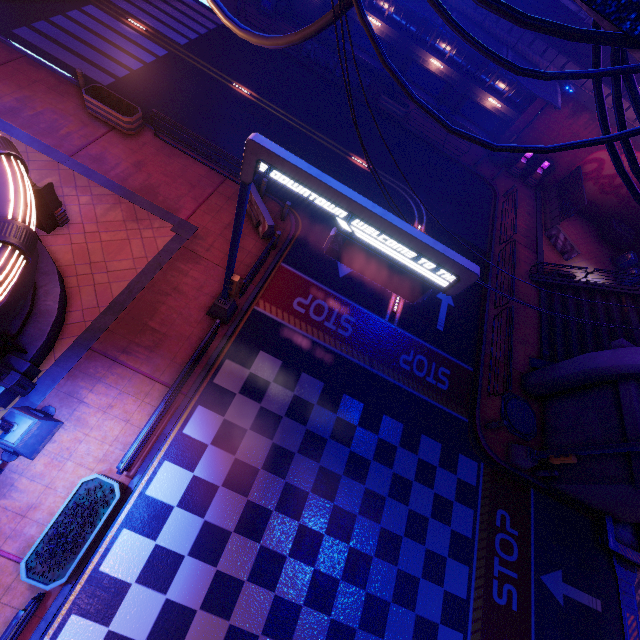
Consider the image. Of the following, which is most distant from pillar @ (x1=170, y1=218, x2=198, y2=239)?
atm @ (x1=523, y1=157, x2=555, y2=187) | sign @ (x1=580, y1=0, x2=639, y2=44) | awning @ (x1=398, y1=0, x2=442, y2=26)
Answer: atm @ (x1=523, y1=157, x2=555, y2=187)

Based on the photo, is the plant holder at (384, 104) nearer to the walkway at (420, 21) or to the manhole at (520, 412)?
the walkway at (420, 21)

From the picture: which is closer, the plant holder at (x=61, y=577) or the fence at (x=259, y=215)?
the plant holder at (x=61, y=577)

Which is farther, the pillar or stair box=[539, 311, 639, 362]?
stair box=[539, 311, 639, 362]

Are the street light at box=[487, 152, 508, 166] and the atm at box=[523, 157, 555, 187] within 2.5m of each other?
yes

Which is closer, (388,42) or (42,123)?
(42,123)

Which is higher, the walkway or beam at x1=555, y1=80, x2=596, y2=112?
beam at x1=555, y1=80, x2=596, y2=112

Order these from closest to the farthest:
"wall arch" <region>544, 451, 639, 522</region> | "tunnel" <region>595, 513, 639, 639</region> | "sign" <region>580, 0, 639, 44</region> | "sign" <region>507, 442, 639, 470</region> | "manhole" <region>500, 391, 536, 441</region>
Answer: "sign" <region>580, 0, 639, 44</region> < "sign" <region>507, 442, 639, 470</region> < "wall arch" <region>544, 451, 639, 522</region> < "tunnel" <region>595, 513, 639, 639</region> < "manhole" <region>500, 391, 536, 441</region>
